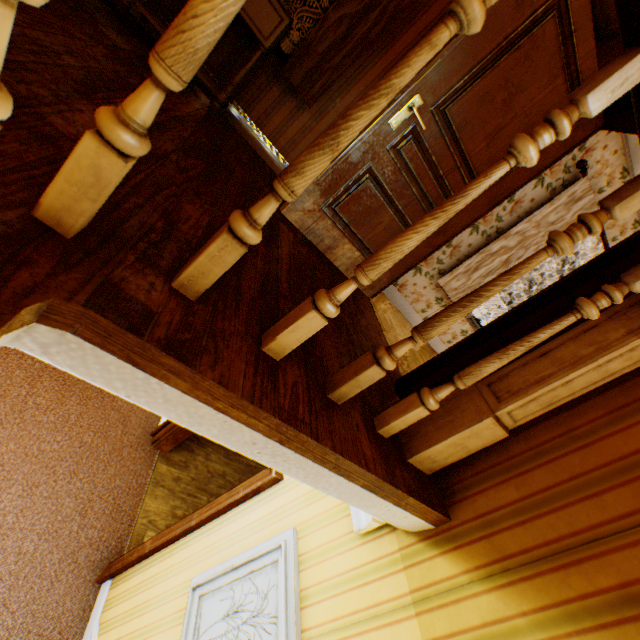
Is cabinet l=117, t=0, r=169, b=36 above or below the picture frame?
above

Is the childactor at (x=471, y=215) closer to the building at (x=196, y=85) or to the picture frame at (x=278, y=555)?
the building at (x=196, y=85)

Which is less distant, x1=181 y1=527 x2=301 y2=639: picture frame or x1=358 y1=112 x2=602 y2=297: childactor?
x1=181 y1=527 x2=301 y2=639: picture frame

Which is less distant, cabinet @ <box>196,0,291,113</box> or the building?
the building

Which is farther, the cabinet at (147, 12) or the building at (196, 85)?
the cabinet at (147, 12)

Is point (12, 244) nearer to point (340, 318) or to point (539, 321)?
point (340, 318)

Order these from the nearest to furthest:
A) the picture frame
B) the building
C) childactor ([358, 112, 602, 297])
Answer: the building → the picture frame → childactor ([358, 112, 602, 297])

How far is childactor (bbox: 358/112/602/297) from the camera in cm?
248
